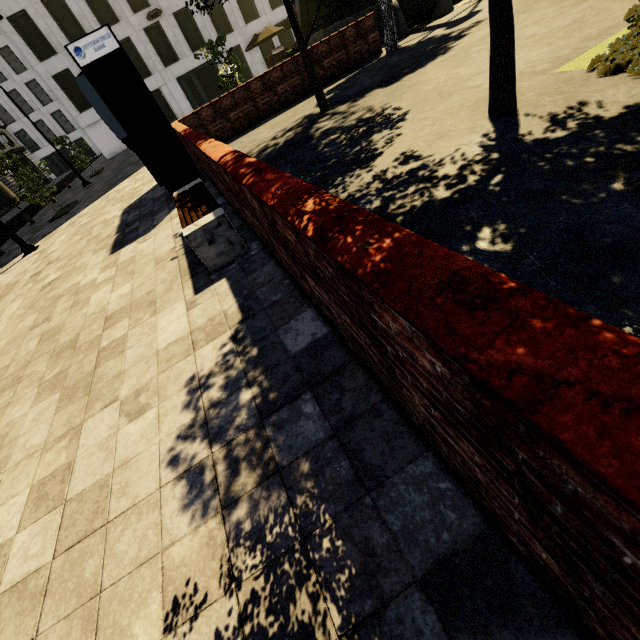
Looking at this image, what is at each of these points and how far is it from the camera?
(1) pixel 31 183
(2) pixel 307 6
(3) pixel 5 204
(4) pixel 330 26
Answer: (1) tree, 14.25m
(2) underground building, 18.12m
(3) building, 36.66m
(4) underground building, 16.55m

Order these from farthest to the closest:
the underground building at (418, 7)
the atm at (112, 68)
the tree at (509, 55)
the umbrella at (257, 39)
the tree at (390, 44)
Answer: the umbrella at (257, 39), the underground building at (418, 7), the tree at (390, 44), the atm at (112, 68), the tree at (509, 55)

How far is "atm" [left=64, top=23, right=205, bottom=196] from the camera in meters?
6.7

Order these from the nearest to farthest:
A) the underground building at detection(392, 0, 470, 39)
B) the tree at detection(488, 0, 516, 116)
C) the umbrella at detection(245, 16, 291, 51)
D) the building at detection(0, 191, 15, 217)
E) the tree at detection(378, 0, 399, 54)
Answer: the tree at detection(488, 0, 516, 116) < the tree at detection(378, 0, 399, 54) < the underground building at detection(392, 0, 470, 39) < the umbrella at detection(245, 16, 291, 51) < the building at detection(0, 191, 15, 217)

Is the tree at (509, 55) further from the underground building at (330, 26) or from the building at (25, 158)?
the building at (25, 158)

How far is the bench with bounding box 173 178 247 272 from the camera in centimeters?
408cm

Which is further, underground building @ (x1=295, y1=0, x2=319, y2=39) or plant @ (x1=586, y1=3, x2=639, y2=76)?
underground building @ (x1=295, y1=0, x2=319, y2=39)

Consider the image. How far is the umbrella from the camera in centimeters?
2533cm
